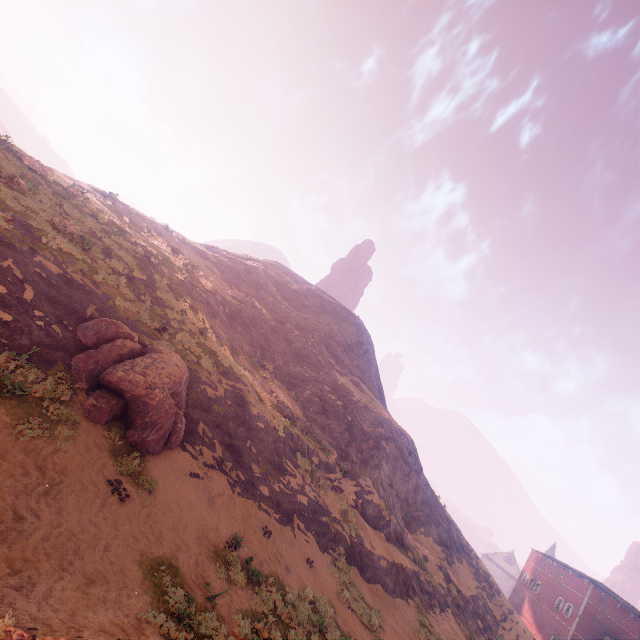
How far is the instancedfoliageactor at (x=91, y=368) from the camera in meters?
11.2 m

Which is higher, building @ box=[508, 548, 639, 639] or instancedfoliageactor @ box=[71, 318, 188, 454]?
building @ box=[508, 548, 639, 639]

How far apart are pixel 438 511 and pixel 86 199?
42.8 meters

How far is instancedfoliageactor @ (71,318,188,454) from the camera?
11.2 meters

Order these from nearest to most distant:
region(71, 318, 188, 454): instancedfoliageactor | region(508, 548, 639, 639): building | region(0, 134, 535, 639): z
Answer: region(0, 134, 535, 639): z < region(71, 318, 188, 454): instancedfoliageactor < region(508, 548, 639, 639): building

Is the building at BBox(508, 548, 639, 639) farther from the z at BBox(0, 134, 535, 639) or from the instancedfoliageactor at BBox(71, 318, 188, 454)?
the instancedfoliageactor at BBox(71, 318, 188, 454)

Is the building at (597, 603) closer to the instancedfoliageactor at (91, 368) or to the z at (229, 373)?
the z at (229, 373)
